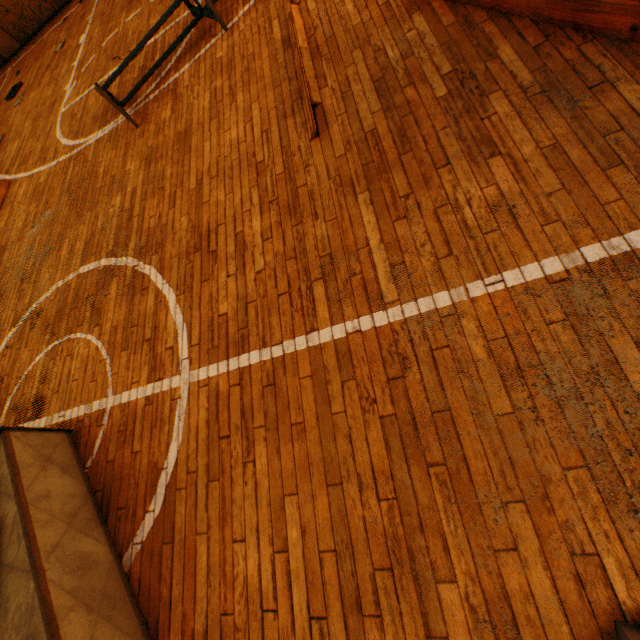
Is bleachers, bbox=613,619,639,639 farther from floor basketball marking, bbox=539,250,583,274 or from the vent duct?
the vent duct

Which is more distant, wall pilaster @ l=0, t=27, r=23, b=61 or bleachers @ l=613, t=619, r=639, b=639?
wall pilaster @ l=0, t=27, r=23, b=61

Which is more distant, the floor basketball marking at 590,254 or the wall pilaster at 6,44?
the wall pilaster at 6,44

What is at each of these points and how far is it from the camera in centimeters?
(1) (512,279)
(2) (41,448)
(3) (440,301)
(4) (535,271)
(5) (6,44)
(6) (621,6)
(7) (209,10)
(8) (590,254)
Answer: (1) floor basketball marking, 186cm
(2) vent duct, 268cm
(3) floor basketball marking, 199cm
(4) floor basketball marking, 182cm
(5) wall pilaster, 1071cm
(6) bleachers, 197cm
(7) bleachers frame, 452cm
(8) floor basketball marking, 174cm

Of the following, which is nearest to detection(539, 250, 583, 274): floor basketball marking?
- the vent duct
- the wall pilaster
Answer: the vent duct

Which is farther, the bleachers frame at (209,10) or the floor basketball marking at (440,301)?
the bleachers frame at (209,10)

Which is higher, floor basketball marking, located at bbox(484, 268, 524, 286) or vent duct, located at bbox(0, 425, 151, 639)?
vent duct, located at bbox(0, 425, 151, 639)

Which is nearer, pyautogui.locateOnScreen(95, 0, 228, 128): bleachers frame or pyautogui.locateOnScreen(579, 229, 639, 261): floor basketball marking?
pyautogui.locateOnScreen(579, 229, 639, 261): floor basketball marking
